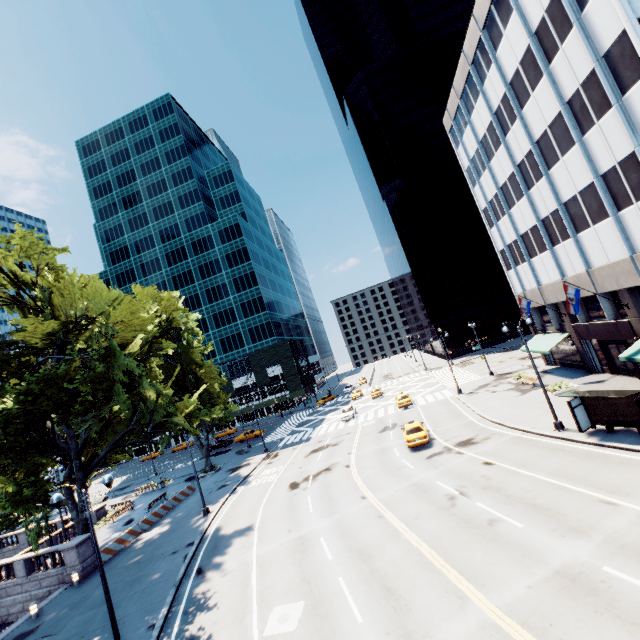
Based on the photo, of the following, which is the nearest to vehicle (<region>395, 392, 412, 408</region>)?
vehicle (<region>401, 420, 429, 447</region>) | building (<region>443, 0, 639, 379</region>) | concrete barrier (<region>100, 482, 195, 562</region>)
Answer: vehicle (<region>401, 420, 429, 447</region>)

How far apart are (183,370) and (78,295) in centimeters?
1802cm

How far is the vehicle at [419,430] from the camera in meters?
25.2

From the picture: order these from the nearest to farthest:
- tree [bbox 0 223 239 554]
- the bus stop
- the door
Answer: the bus stop
tree [bbox 0 223 239 554]
the door

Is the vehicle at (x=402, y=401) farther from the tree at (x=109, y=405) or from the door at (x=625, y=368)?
the tree at (x=109, y=405)

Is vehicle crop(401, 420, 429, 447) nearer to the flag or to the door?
the flag

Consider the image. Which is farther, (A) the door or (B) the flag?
(A) the door

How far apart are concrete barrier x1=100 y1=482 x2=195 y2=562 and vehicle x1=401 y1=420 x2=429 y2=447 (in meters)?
23.06
